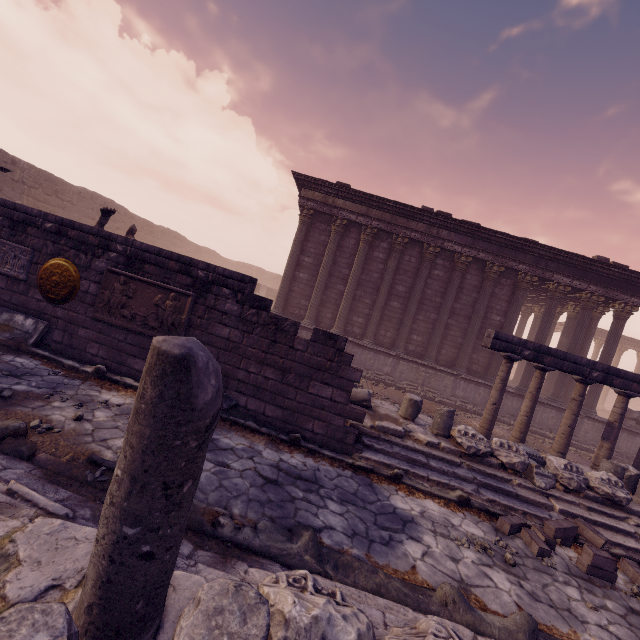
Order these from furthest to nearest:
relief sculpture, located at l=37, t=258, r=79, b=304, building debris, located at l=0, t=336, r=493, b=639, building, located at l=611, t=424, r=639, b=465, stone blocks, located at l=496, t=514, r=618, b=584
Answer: building, located at l=611, t=424, r=639, b=465
relief sculpture, located at l=37, t=258, r=79, b=304
stone blocks, located at l=496, t=514, r=618, b=584
building debris, located at l=0, t=336, r=493, b=639

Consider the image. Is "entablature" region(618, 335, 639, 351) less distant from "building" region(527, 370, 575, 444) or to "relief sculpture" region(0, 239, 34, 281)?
"building" region(527, 370, 575, 444)

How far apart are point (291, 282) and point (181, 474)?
13.35m

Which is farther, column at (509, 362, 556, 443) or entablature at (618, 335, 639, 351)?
entablature at (618, 335, 639, 351)

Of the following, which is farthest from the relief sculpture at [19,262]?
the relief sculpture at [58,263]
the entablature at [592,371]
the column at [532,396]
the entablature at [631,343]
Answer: the entablature at [631,343]

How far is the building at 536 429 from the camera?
13.50m

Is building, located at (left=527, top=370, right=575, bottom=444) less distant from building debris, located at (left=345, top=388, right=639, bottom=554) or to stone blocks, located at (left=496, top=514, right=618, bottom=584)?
building debris, located at (left=345, top=388, right=639, bottom=554)

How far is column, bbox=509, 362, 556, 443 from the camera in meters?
9.2
